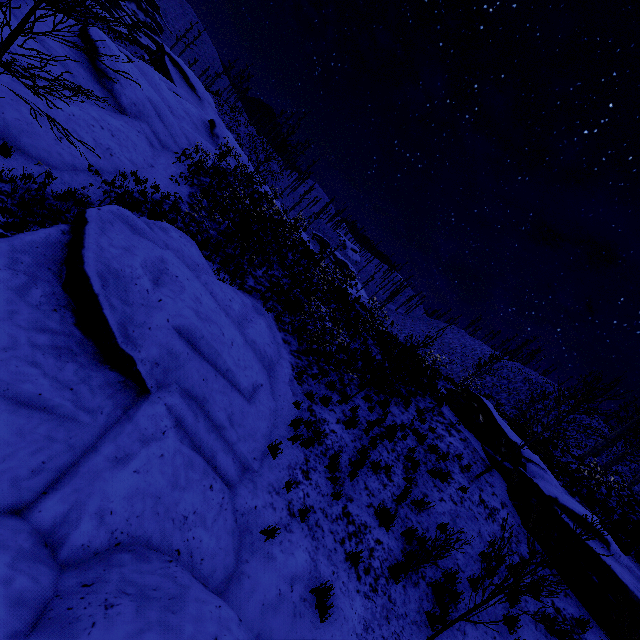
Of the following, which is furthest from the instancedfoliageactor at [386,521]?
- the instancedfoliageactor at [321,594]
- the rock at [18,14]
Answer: the rock at [18,14]

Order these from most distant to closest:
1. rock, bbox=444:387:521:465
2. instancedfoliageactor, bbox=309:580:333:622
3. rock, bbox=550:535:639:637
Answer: rock, bbox=444:387:521:465
rock, bbox=550:535:639:637
instancedfoliageactor, bbox=309:580:333:622

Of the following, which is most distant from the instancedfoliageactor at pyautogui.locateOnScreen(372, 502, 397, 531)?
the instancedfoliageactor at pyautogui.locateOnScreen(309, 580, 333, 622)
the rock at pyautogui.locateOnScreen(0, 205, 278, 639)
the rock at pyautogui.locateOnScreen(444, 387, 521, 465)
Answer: the rock at pyautogui.locateOnScreen(444, 387, 521, 465)

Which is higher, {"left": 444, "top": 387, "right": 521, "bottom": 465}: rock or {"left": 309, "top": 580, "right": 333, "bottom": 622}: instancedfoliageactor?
{"left": 444, "top": 387, "right": 521, "bottom": 465}: rock

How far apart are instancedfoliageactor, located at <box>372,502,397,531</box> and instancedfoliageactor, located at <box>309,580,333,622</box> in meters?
2.5 m

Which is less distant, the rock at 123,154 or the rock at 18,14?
the rock at 123,154

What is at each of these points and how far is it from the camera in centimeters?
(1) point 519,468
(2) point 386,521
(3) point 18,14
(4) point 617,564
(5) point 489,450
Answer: (1) rock, 1250cm
(2) instancedfoliageactor, 786cm
(3) rock, 1154cm
(4) rock, 1031cm
(5) rock, 1423cm

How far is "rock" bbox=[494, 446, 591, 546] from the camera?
10.9m
